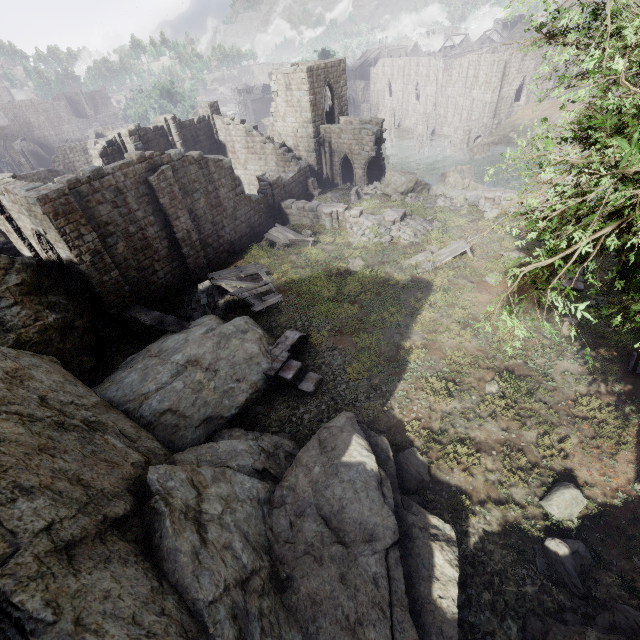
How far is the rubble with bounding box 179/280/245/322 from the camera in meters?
17.2 m

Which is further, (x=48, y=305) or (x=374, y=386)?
(x=48, y=305)

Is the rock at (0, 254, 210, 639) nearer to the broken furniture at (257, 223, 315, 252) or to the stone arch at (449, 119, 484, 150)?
the broken furniture at (257, 223, 315, 252)

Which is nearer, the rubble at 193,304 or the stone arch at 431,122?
the rubble at 193,304

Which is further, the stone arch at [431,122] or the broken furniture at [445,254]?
the stone arch at [431,122]

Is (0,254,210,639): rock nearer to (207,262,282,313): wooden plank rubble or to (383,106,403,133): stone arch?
(207,262,282,313): wooden plank rubble

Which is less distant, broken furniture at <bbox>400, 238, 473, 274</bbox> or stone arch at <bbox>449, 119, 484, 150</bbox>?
broken furniture at <bbox>400, 238, 473, 274</bbox>

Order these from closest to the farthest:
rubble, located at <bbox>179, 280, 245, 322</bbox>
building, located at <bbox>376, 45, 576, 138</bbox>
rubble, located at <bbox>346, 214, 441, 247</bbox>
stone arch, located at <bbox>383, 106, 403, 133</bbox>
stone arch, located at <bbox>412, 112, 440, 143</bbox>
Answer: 1. rubble, located at <bbox>179, 280, 245, 322</bbox>
2. rubble, located at <bbox>346, 214, 441, 247</bbox>
3. building, located at <bbox>376, 45, 576, 138</bbox>
4. stone arch, located at <bbox>412, 112, 440, 143</bbox>
5. stone arch, located at <bbox>383, 106, 403, 133</bbox>
